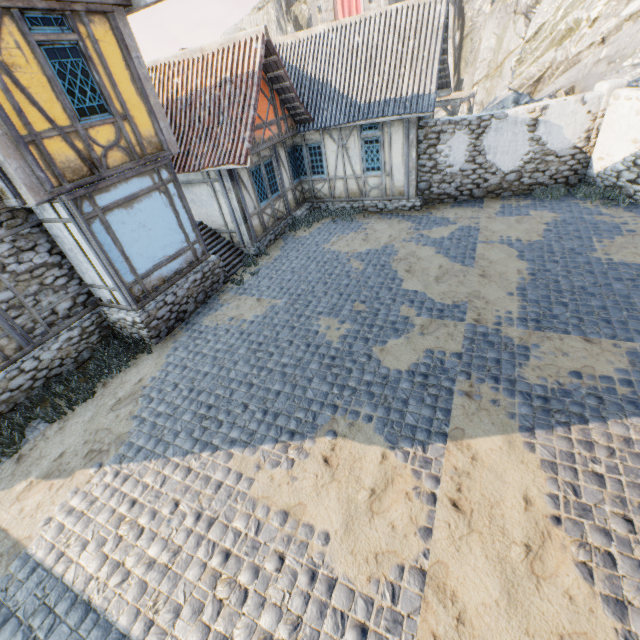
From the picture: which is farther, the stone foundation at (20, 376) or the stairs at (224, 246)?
the stairs at (224, 246)

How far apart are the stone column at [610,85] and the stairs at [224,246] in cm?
1260

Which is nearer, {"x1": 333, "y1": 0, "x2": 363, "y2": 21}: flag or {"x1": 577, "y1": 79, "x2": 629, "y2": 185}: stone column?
{"x1": 577, "y1": 79, "x2": 629, "y2": 185}: stone column

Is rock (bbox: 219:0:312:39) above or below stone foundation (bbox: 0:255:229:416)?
above

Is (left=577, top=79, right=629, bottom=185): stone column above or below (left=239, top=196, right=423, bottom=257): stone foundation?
above

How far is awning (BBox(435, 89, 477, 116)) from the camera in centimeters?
1426cm

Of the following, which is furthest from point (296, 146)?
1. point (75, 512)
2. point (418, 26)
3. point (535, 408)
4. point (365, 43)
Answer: point (75, 512)

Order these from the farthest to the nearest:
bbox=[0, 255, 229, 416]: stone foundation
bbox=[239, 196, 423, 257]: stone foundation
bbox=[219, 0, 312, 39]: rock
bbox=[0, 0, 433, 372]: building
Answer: bbox=[219, 0, 312, 39]: rock, bbox=[239, 196, 423, 257]: stone foundation, bbox=[0, 255, 229, 416]: stone foundation, bbox=[0, 0, 433, 372]: building
